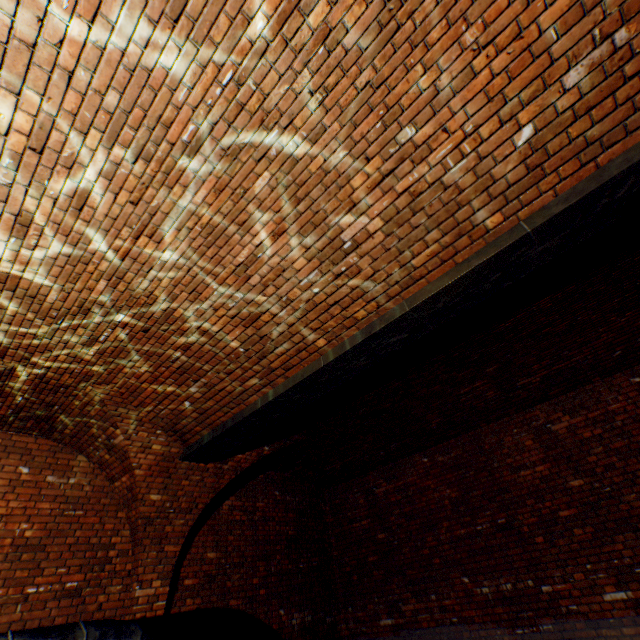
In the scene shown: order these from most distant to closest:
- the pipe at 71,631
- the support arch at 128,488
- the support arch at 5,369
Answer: the support arch at 128,488 < the support arch at 5,369 < the pipe at 71,631

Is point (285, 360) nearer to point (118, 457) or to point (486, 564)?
point (118, 457)

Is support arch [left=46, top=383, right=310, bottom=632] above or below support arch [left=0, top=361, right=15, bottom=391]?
below

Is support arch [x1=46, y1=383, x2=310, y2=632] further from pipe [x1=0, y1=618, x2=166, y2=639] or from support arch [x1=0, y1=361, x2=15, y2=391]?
pipe [x1=0, y1=618, x2=166, y2=639]

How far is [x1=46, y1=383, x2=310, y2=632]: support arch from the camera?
4.9m

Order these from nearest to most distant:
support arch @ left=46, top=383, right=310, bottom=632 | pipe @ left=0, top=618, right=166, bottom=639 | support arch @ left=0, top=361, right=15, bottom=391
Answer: pipe @ left=0, top=618, right=166, bottom=639 → support arch @ left=0, top=361, right=15, bottom=391 → support arch @ left=46, top=383, right=310, bottom=632

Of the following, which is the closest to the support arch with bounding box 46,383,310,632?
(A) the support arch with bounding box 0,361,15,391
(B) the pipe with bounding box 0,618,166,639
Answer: (A) the support arch with bounding box 0,361,15,391

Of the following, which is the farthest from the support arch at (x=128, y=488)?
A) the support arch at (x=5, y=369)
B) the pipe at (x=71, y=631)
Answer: the pipe at (x=71, y=631)
